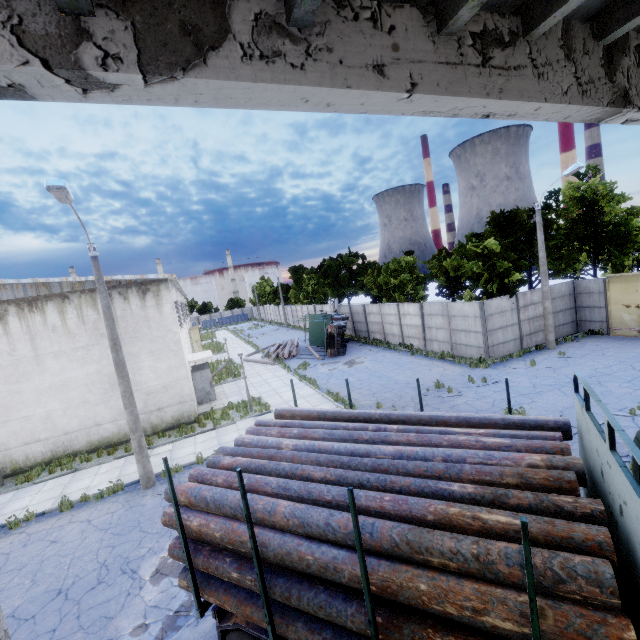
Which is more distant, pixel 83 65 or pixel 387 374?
pixel 387 374

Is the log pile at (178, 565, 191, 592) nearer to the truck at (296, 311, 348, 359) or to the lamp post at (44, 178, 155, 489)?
the lamp post at (44, 178, 155, 489)

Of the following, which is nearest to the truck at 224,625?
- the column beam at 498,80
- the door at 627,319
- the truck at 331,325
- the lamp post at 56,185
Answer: the column beam at 498,80

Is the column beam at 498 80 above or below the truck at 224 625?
above

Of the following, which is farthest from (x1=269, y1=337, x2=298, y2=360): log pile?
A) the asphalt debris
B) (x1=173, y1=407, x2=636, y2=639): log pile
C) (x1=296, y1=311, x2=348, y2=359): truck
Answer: the asphalt debris

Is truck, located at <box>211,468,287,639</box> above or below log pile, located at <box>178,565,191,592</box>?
below

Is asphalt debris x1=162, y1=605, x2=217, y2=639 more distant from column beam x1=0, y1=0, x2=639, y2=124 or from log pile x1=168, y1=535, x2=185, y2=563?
column beam x1=0, y1=0, x2=639, y2=124

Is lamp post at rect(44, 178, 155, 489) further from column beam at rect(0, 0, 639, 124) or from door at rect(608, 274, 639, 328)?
door at rect(608, 274, 639, 328)
